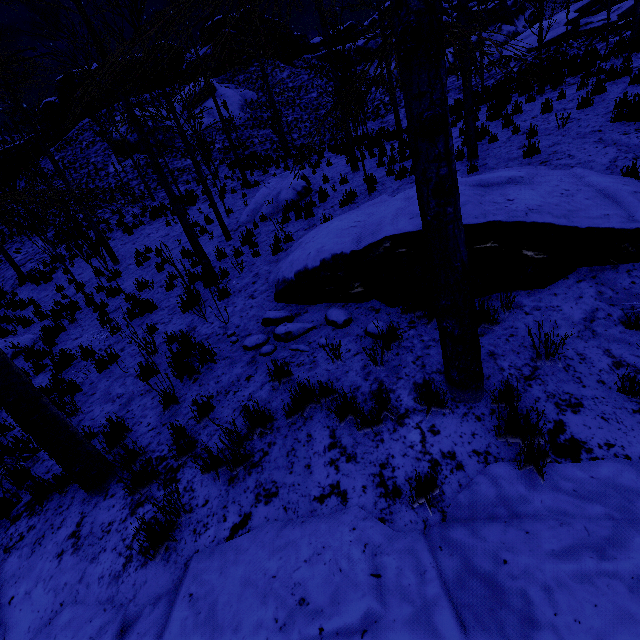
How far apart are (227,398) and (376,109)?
26.7m

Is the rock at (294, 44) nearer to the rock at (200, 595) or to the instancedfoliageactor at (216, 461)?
the rock at (200, 595)

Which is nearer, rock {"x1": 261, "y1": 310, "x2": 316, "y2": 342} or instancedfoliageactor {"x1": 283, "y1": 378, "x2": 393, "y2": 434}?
instancedfoliageactor {"x1": 283, "y1": 378, "x2": 393, "y2": 434}

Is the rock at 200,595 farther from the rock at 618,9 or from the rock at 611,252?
the rock at 618,9

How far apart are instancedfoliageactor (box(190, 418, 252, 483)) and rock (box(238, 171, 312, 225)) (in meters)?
8.84

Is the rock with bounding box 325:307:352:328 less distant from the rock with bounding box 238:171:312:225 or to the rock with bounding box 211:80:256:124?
the rock with bounding box 238:171:312:225
